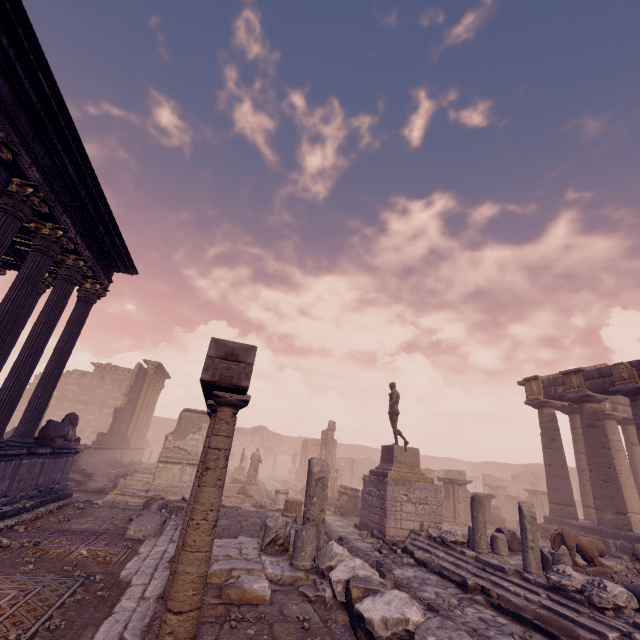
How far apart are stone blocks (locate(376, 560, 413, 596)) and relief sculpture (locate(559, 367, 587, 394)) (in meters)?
13.25

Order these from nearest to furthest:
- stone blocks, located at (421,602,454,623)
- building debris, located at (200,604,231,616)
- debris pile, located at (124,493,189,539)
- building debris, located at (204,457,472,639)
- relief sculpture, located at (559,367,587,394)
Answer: building debris, located at (204,457,472,639) < building debris, located at (200,604,231,616) < stone blocks, located at (421,602,454,623) < debris pile, located at (124,493,189,539) < relief sculpture, located at (559,367,587,394)

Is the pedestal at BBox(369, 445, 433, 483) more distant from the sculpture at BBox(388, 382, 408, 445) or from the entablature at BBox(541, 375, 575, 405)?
the entablature at BBox(541, 375, 575, 405)

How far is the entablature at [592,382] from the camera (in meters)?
14.13

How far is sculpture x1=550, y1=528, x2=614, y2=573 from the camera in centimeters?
915cm

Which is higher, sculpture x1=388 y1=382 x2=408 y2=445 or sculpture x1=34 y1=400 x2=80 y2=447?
sculpture x1=388 y1=382 x2=408 y2=445

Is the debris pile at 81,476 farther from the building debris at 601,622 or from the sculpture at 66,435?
the building debris at 601,622

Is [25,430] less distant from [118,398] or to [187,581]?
[187,581]
